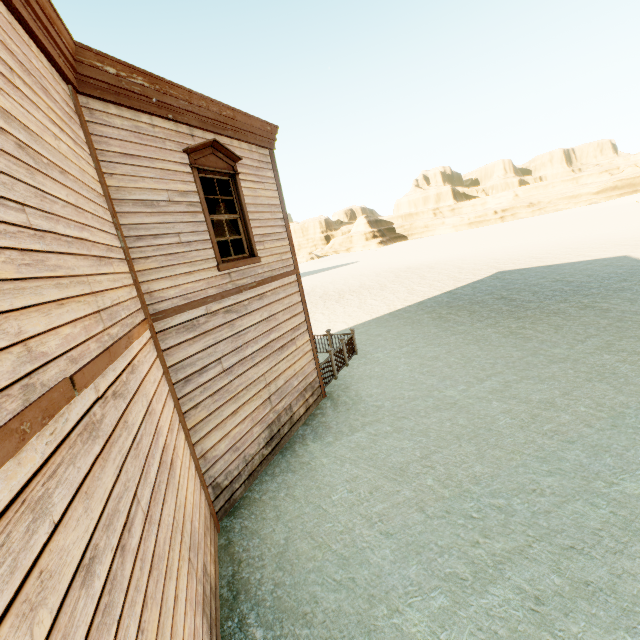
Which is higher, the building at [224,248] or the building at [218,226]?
the building at [218,226]

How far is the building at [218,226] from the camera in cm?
873

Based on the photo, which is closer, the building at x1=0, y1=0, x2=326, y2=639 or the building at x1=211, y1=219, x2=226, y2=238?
the building at x1=0, y1=0, x2=326, y2=639

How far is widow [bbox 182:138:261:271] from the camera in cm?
560

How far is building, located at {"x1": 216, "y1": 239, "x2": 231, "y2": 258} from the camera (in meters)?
8.85

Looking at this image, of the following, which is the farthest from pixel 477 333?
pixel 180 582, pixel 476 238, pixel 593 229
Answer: pixel 476 238

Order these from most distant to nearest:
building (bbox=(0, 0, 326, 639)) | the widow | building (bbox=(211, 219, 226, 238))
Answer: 1. building (bbox=(211, 219, 226, 238))
2. the widow
3. building (bbox=(0, 0, 326, 639))

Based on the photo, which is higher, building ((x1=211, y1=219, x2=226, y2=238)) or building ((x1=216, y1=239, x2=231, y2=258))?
building ((x1=211, y1=219, x2=226, y2=238))
